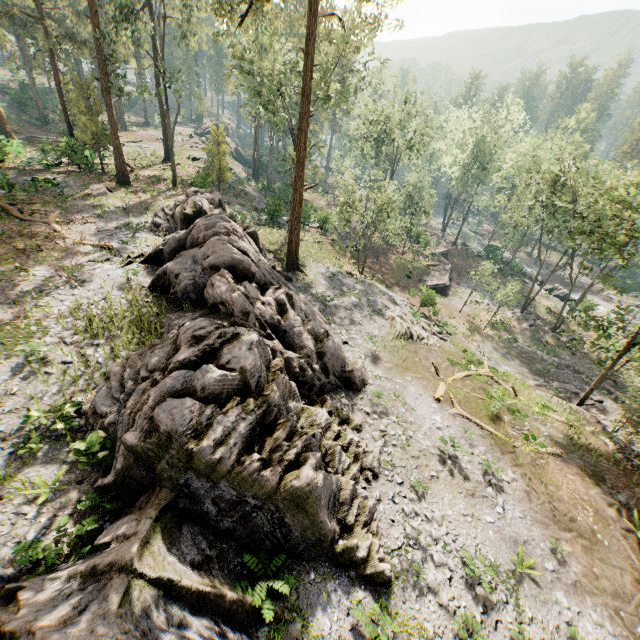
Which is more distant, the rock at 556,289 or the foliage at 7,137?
the rock at 556,289

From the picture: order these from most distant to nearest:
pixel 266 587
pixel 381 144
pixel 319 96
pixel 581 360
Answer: pixel 381 144, pixel 581 360, pixel 319 96, pixel 266 587

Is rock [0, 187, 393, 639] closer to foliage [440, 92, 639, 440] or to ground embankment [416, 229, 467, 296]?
foliage [440, 92, 639, 440]

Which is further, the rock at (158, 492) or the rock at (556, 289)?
the rock at (556, 289)

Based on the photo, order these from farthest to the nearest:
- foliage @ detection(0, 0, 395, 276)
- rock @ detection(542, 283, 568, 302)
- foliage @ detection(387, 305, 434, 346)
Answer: rock @ detection(542, 283, 568, 302), foliage @ detection(387, 305, 434, 346), foliage @ detection(0, 0, 395, 276)

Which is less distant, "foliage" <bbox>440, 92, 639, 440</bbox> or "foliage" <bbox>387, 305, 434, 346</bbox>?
"foliage" <bbox>440, 92, 639, 440</bbox>

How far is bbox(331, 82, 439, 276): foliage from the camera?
28.5 meters

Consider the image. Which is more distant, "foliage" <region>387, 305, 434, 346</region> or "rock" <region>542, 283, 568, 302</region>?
"rock" <region>542, 283, 568, 302</region>
